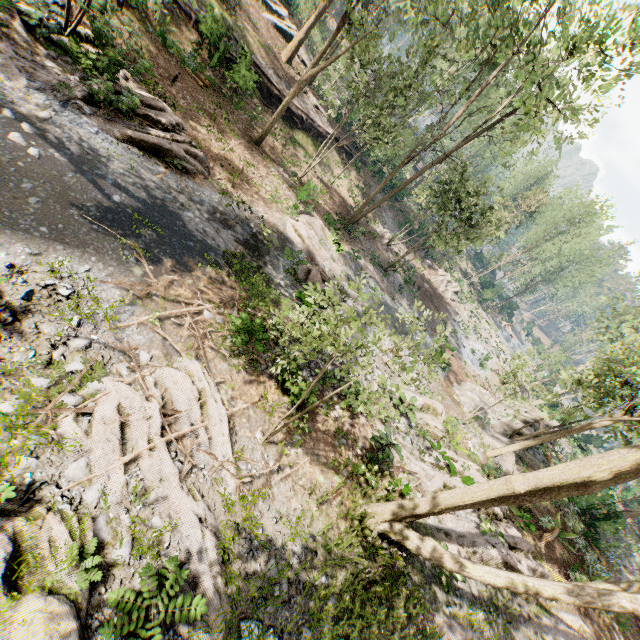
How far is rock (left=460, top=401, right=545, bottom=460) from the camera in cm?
1892

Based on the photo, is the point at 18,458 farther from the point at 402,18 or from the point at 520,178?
the point at 520,178

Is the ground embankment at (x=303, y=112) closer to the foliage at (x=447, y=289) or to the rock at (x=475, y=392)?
the foliage at (x=447, y=289)

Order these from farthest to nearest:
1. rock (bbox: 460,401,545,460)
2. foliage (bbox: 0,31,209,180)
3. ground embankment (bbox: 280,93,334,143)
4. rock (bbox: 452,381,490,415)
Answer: ground embankment (bbox: 280,93,334,143)
rock (bbox: 452,381,490,415)
rock (bbox: 460,401,545,460)
foliage (bbox: 0,31,209,180)

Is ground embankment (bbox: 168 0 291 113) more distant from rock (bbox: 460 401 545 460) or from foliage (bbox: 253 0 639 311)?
rock (bbox: 460 401 545 460)

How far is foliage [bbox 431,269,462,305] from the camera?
36.75m
